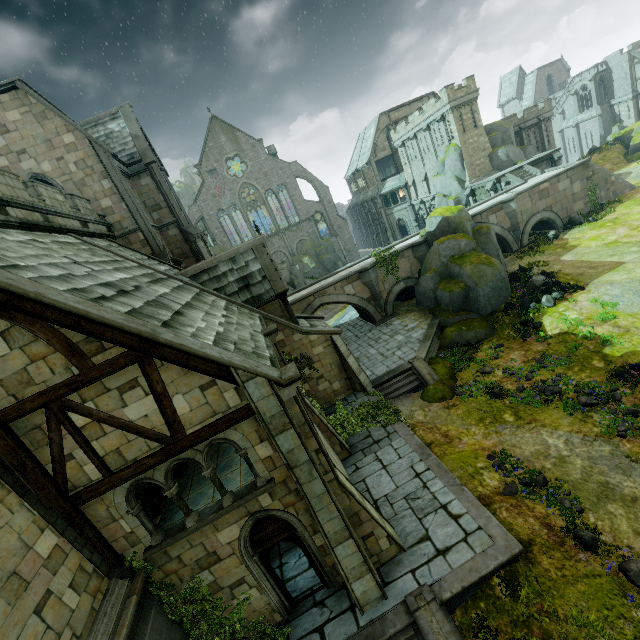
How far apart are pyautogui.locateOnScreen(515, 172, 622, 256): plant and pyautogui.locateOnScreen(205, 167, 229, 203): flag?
46.0 meters

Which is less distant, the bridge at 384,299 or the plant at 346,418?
the plant at 346,418

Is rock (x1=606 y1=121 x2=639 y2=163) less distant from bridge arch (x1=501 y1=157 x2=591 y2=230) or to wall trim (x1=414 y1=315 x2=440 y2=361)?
bridge arch (x1=501 y1=157 x2=591 y2=230)

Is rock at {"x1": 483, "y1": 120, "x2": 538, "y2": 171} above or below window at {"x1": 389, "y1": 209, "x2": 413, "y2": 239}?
above

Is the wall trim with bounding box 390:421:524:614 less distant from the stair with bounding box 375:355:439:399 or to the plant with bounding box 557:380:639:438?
the stair with bounding box 375:355:439:399

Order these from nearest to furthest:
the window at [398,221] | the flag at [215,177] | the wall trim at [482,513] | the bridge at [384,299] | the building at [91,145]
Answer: the building at [91,145] → the wall trim at [482,513] → the bridge at [384,299] → the flag at [215,177] → the window at [398,221]

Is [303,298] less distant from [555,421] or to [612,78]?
[555,421]

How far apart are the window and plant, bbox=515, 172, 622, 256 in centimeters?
2606cm
